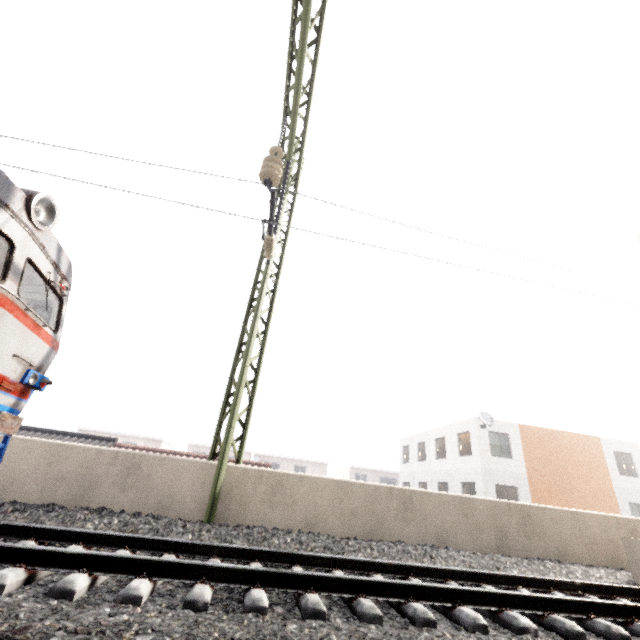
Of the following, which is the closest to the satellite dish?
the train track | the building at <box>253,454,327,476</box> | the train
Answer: the train track

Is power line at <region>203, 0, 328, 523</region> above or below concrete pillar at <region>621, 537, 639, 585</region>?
above

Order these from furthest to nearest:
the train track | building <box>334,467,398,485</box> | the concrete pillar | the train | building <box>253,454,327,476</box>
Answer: building <box>334,467,398,485</box>
building <box>253,454,327,476</box>
the concrete pillar
the train
the train track

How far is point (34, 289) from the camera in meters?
6.1

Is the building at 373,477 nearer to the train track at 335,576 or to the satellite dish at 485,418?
the satellite dish at 485,418

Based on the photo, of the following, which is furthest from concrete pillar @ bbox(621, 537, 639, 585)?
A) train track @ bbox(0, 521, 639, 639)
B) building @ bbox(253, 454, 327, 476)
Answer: building @ bbox(253, 454, 327, 476)

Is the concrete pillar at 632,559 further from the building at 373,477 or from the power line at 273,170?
the building at 373,477

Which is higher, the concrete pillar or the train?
the train
